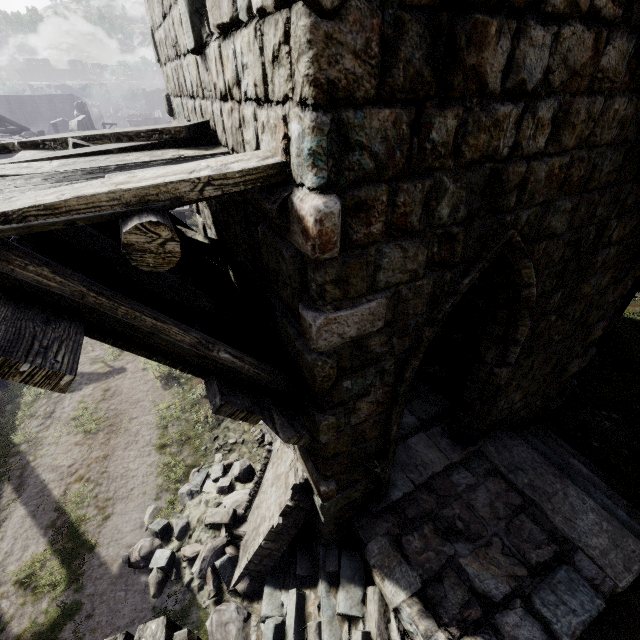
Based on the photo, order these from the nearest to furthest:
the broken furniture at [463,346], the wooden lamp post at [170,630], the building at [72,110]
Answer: the wooden lamp post at [170,630] < the broken furniture at [463,346] < the building at [72,110]

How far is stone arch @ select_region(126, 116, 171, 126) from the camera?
52.7m

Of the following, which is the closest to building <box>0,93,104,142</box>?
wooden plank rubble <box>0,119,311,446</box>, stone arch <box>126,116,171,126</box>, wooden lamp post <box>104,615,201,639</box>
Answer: wooden plank rubble <box>0,119,311,446</box>

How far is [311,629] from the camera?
4.2 meters

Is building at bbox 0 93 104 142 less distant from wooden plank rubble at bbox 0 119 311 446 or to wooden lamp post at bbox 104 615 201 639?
wooden plank rubble at bbox 0 119 311 446

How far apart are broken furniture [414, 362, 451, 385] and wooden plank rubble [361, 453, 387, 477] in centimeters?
313cm

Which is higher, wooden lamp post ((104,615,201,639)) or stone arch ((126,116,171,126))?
wooden lamp post ((104,615,201,639))

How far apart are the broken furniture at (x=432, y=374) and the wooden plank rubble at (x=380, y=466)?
3.1 meters
